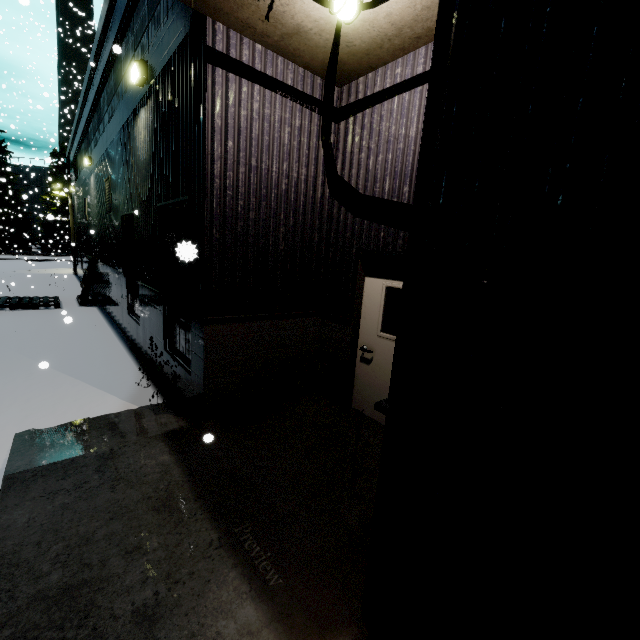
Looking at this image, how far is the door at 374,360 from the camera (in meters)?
4.50

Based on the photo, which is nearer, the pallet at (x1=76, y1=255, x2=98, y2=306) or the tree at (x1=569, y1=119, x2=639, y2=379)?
the tree at (x1=569, y1=119, x2=639, y2=379)

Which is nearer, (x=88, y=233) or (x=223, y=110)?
(x=223, y=110)

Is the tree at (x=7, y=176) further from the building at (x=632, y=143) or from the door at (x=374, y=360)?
the door at (x=374, y=360)

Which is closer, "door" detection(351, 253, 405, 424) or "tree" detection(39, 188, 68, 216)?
"door" detection(351, 253, 405, 424)

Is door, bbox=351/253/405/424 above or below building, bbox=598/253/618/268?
below

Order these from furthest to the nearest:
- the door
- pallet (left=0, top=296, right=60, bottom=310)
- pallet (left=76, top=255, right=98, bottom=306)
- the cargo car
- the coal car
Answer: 1. the coal car
2. the cargo car
3. pallet (left=76, top=255, right=98, bottom=306)
4. pallet (left=0, top=296, right=60, bottom=310)
5. the door

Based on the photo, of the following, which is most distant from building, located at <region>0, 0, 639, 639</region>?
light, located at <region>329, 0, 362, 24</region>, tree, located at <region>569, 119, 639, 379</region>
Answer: light, located at <region>329, 0, 362, 24</region>
